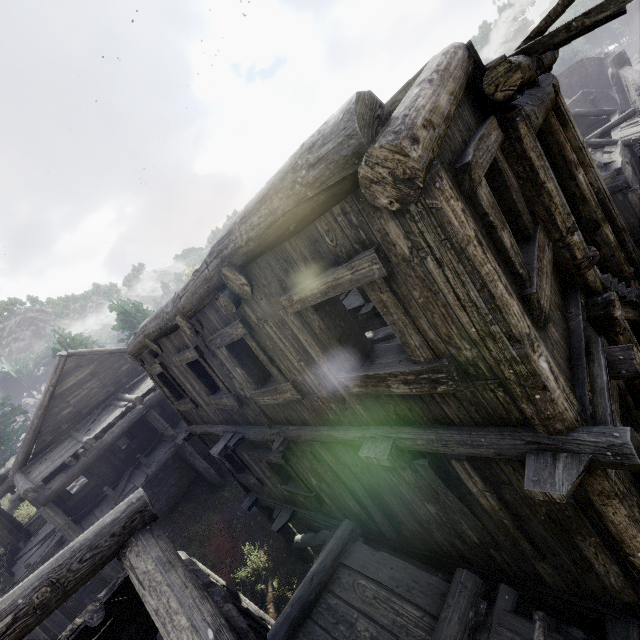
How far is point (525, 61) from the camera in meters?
3.1

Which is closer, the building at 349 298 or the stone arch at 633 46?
the building at 349 298

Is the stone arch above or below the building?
below

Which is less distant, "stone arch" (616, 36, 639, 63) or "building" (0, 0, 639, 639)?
"building" (0, 0, 639, 639)

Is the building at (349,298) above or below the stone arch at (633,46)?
above
